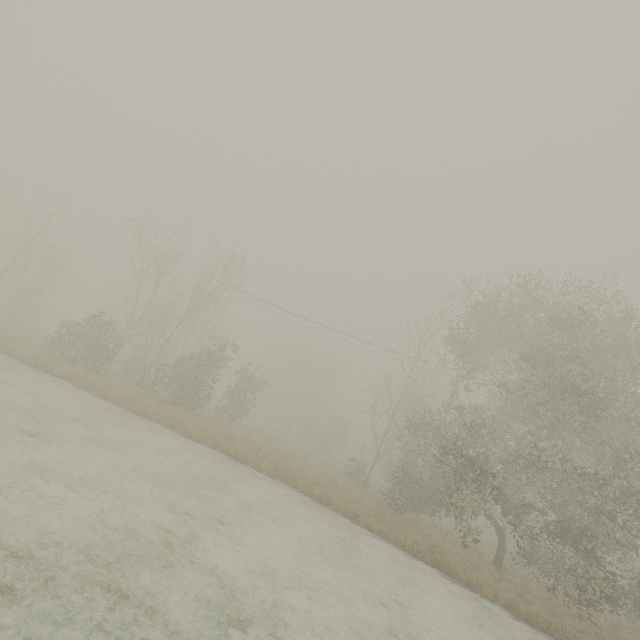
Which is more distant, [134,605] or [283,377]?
[283,377]
